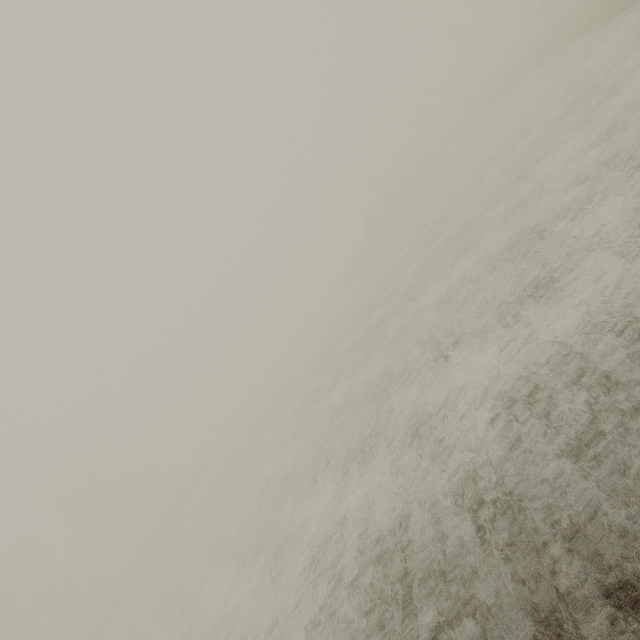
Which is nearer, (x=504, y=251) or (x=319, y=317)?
(x=504, y=251)

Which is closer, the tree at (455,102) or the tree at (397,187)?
the tree at (397,187)

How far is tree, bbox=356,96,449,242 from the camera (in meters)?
34.76

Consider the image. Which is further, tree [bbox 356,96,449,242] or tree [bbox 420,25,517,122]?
tree [bbox 420,25,517,122]

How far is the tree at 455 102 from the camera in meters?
44.3
